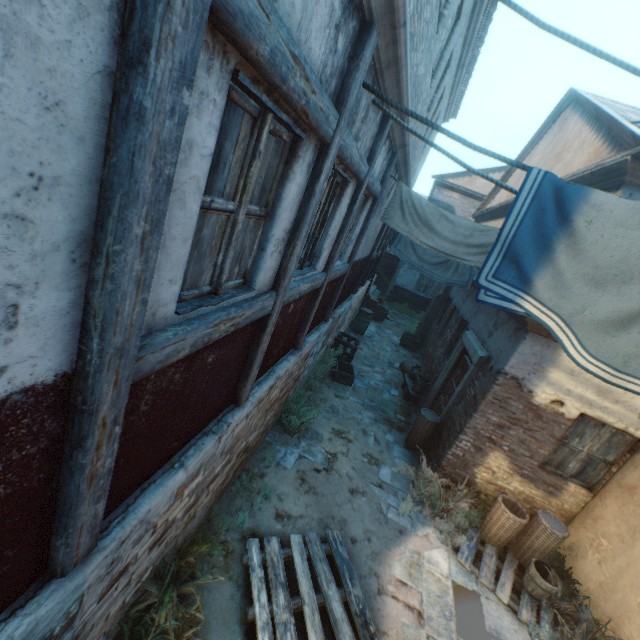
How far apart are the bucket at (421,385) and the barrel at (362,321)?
4.2 meters

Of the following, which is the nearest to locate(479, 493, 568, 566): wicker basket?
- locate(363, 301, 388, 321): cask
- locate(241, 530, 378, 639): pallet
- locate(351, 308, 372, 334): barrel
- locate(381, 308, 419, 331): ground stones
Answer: locate(241, 530, 378, 639): pallet

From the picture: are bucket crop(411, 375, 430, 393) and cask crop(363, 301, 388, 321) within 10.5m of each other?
yes

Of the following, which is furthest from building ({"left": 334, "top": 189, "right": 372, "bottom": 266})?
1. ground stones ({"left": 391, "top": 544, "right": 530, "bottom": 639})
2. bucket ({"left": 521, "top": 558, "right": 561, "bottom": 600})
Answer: bucket ({"left": 521, "top": 558, "right": 561, "bottom": 600})

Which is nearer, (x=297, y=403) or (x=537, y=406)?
(x=537, y=406)

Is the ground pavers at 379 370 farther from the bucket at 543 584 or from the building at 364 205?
the bucket at 543 584

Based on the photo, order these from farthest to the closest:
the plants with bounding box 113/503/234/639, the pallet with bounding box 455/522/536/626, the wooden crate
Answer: the wooden crate, the pallet with bounding box 455/522/536/626, the plants with bounding box 113/503/234/639

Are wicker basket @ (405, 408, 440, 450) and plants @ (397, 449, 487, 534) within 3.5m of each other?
yes
